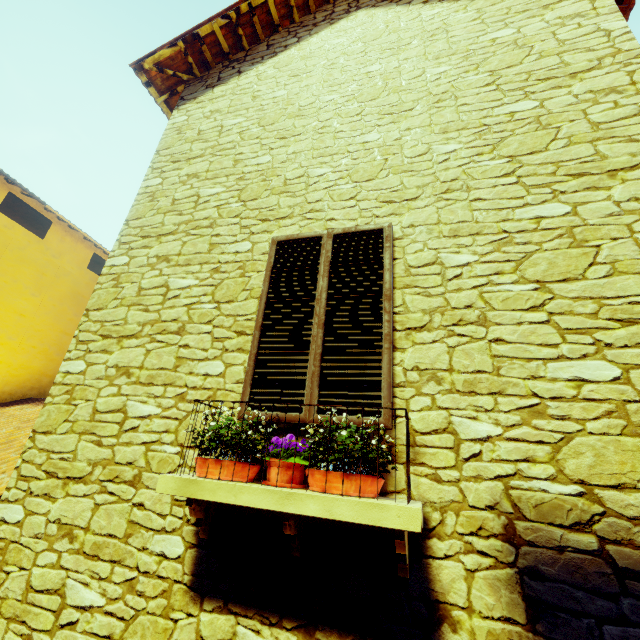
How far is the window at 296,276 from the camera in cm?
224

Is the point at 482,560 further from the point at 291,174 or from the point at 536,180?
the point at 291,174

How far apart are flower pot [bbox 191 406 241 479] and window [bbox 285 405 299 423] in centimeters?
20cm

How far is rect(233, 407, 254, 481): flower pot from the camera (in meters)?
1.92

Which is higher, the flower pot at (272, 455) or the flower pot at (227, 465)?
the flower pot at (272, 455)

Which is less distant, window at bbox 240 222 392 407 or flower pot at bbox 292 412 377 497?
flower pot at bbox 292 412 377 497

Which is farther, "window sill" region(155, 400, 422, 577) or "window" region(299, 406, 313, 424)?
"window" region(299, 406, 313, 424)
